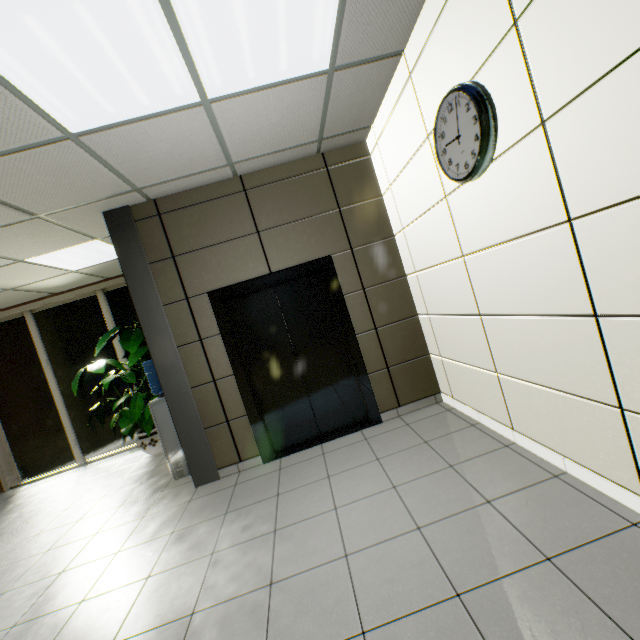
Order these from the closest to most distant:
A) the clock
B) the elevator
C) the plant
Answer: the clock
the elevator
the plant

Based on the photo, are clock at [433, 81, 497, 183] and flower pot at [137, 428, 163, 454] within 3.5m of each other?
no

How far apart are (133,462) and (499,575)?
5.6 meters

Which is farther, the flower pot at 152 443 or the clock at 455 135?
the flower pot at 152 443

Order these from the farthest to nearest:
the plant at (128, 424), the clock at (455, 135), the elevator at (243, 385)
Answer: the plant at (128, 424) < the elevator at (243, 385) < the clock at (455, 135)

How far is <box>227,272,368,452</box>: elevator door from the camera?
3.9 meters

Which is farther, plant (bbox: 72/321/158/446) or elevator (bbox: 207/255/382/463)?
plant (bbox: 72/321/158/446)

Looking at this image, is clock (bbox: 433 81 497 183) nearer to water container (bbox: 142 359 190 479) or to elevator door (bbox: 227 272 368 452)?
elevator door (bbox: 227 272 368 452)
